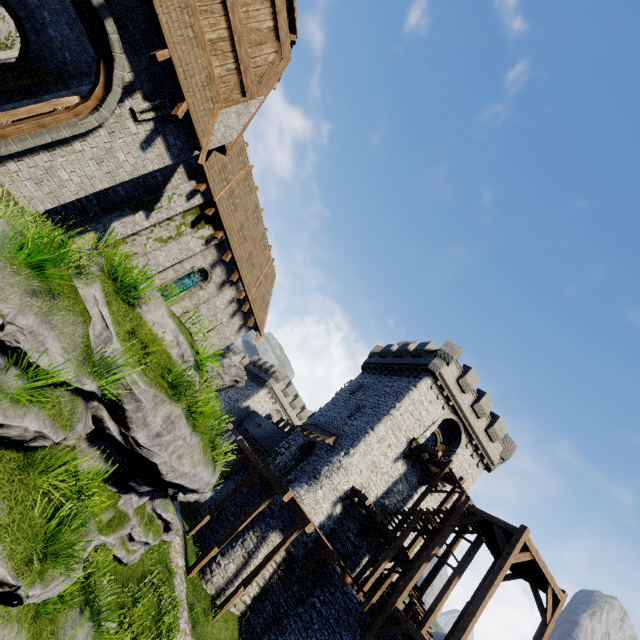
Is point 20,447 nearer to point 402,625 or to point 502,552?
point 402,625

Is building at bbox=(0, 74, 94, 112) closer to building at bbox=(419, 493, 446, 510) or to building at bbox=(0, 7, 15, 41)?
building at bbox=(419, 493, 446, 510)

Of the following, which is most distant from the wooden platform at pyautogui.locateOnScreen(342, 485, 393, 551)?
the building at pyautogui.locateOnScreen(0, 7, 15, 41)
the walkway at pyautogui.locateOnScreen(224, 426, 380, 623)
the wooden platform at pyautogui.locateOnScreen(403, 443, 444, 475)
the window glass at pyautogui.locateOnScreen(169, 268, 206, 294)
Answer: the building at pyautogui.locateOnScreen(0, 7, 15, 41)

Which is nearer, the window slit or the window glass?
the window slit

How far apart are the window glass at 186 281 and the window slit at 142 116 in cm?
774

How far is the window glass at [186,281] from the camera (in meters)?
15.89

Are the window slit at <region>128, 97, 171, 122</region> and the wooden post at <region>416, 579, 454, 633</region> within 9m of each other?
no

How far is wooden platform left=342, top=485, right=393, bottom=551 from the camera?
19.56m
